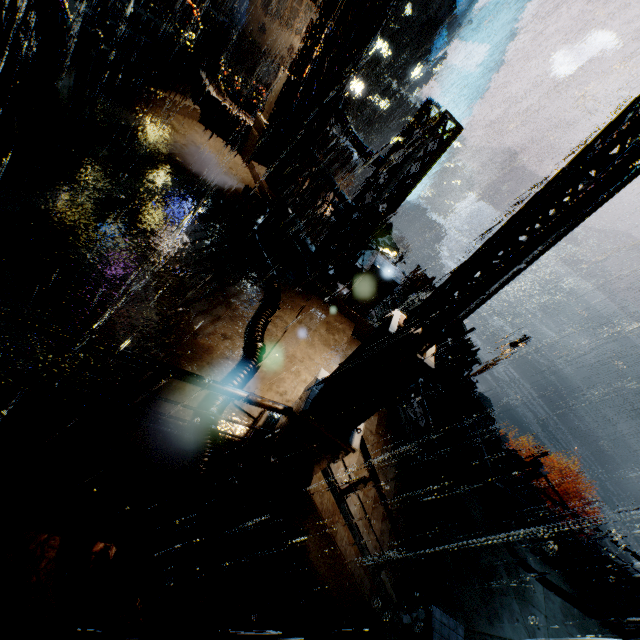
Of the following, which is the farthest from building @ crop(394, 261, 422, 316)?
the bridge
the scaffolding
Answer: the scaffolding

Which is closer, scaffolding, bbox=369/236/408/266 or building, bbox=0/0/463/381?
building, bbox=0/0/463/381

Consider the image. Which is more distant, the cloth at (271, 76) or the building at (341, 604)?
the cloth at (271, 76)

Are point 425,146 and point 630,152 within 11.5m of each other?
yes

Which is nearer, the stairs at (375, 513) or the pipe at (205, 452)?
the pipe at (205, 452)

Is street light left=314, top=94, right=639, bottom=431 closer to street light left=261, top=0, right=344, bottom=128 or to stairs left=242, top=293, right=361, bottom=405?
stairs left=242, top=293, right=361, bottom=405

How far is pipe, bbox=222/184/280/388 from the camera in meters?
5.5 m

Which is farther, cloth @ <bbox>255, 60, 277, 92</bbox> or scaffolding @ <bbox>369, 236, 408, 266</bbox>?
cloth @ <bbox>255, 60, 277, 92</bbox>
